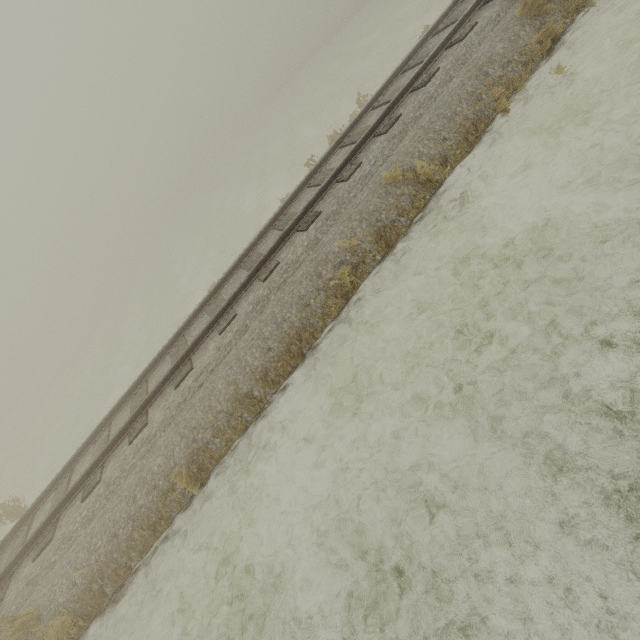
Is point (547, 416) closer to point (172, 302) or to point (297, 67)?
point (172, 302)
